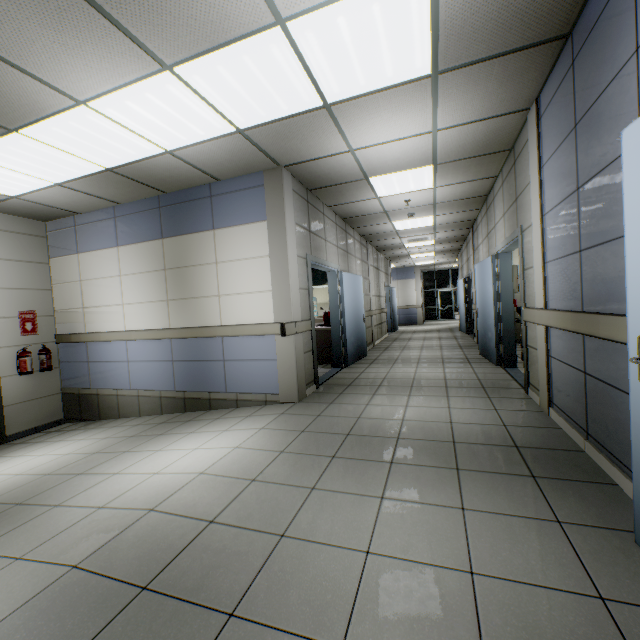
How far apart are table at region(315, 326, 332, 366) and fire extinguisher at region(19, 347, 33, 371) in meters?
4.9 m

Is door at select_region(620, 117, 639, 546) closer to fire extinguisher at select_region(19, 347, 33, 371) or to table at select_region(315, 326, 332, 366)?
table at select_region(315, 326, 332, 366)

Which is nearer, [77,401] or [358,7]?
[358,7]

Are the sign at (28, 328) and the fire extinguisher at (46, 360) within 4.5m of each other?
yes

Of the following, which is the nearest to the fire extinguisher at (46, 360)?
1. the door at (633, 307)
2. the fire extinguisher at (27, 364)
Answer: the fire extinguisher at (27, 364)

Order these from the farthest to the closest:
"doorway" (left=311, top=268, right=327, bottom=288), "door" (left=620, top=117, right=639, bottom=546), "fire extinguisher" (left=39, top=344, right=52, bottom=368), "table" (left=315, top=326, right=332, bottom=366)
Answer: "doorway" (left=311, top=268, right=327, bottom=288)
"table" (left=315, top=326, right=332, bottom=366)
"fire extinguisher" (left=39, top=344, right=52, bottom=368)
"door" (left=620, top=117, right=639, bottom=546)

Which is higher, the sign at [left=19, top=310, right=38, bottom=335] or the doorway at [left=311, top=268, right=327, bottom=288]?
the doorway at [left=311, top=268, right=327, bottom=288]

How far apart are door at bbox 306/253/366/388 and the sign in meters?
4.9 m
